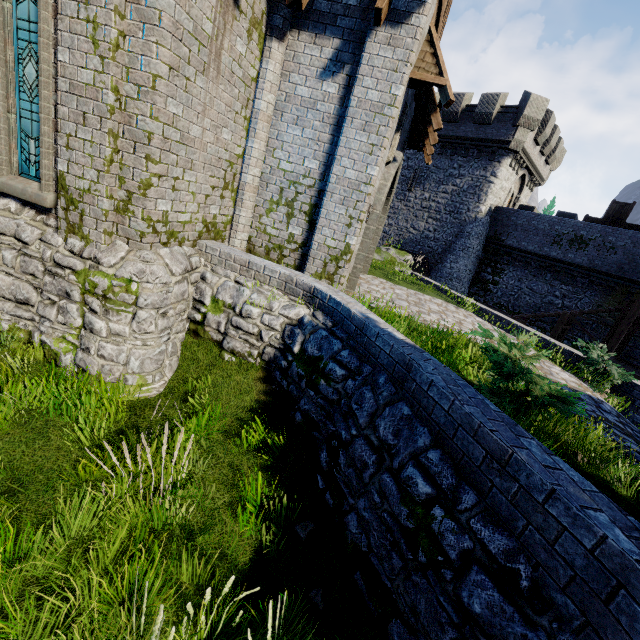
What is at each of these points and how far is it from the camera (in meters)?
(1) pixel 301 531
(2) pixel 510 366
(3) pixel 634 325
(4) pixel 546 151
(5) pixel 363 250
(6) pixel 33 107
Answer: (1) instancedfoliageactor, 4.02
(2) bush, 3.81
(3) walkway, 18.45
(4) building, 24.97
(5) double door, 8.61
(6) window glass, 5.32

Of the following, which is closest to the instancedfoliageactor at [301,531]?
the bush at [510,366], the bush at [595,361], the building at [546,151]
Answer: the bush at [510,366]

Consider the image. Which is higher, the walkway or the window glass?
the window glass

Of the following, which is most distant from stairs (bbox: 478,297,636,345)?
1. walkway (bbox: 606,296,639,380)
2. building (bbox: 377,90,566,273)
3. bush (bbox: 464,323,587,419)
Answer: bush (bbox: 464,323,587,419)

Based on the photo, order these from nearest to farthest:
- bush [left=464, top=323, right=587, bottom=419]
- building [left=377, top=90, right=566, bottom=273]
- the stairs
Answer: bush [left=464, top=323, right=587, bottom=419] → the stairs → building [left=377, top=90, right=566, bottom=273]

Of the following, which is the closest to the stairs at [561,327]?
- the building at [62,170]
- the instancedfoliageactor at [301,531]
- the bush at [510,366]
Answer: the building at [62,170]

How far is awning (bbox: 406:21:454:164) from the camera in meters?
6.3 m

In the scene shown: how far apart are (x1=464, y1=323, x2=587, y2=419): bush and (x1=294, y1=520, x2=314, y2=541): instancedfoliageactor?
2.6m
